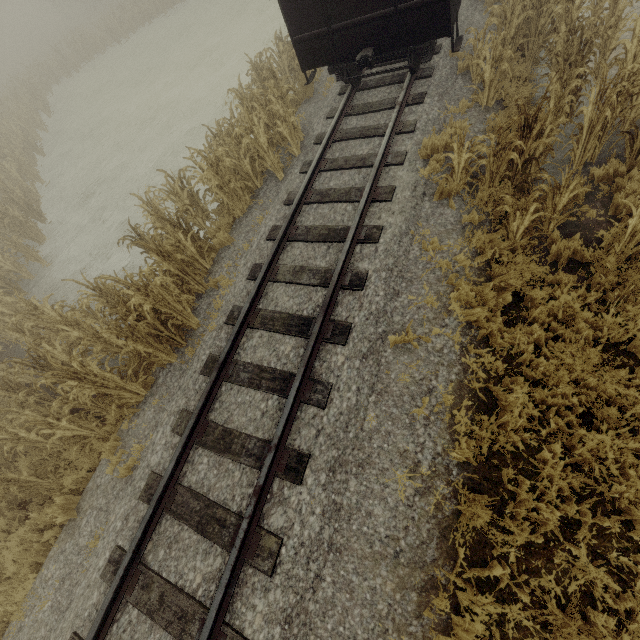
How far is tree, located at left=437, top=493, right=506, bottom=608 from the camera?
3.5 meters

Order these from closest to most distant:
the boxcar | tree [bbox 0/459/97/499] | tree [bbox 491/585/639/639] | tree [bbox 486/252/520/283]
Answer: tree [bbox 491/585/639/639] → tree [bbox 486/252/520/283] → tree [bbox 0/459/97/499] → the boxcar

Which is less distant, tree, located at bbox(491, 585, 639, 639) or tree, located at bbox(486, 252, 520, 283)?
tree, located at bbox(491, 585, 639, 639)

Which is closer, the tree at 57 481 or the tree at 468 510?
the tree at 468 510

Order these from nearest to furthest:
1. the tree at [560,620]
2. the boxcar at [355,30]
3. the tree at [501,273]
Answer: the tree at [560,620] → the tree at [501,273] → the boxcar at [355,30]

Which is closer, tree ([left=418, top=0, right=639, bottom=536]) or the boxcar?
tree ([left=418, top=0, right=639, bottom=536])

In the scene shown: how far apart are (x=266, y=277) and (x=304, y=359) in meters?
2.1 m
